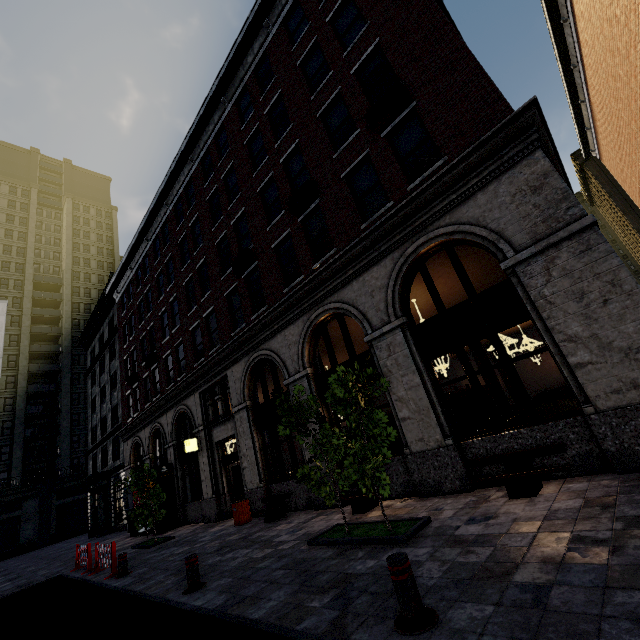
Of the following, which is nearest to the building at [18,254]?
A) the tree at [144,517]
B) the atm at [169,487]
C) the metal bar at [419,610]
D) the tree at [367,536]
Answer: the atm at [169,487]

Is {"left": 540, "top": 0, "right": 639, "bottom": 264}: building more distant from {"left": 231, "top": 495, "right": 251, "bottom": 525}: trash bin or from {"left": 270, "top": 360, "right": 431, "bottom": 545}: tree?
{"left": 270, "top": 360, "right": 431, "bottom": 545}: tree

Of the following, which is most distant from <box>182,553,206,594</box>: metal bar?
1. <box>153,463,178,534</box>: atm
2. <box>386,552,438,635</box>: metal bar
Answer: <box>153,463,178,534</box>: atm

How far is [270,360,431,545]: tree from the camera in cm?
589

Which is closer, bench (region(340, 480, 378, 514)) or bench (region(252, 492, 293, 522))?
bench (region(340, 480, 378, 514))

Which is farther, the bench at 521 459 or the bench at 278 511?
the bench at 278 511

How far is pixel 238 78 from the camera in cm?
1581

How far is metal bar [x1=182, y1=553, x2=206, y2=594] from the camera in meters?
6.1 m
